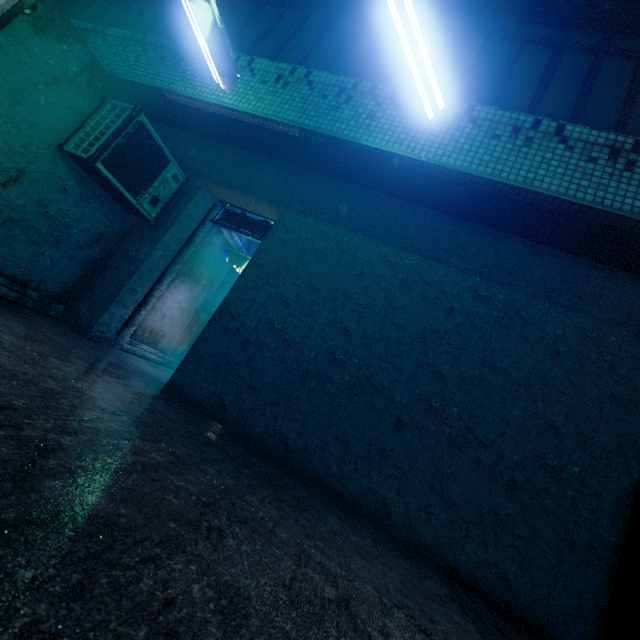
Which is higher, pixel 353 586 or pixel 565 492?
pixel 565 492

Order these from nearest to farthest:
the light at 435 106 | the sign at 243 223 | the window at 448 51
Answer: the light at 435 106 < the window at 448 51 < the sign at 243 223

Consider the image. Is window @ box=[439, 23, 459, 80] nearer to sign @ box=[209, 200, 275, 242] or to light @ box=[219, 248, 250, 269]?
sign @ box=[209, 200, 275, 242]

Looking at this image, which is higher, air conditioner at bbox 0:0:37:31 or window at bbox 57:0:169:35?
window at bbox 57:0:169:35

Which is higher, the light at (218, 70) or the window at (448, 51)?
the window at (448, 51)

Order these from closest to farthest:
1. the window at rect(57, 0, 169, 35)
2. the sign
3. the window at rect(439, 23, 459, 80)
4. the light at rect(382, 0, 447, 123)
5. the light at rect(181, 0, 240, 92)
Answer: the light at rect(382, 0, 447, 123)
the light at rect(181, 0, 240, 92)
the window at rect(439, 23, 459, 80)
the window at rect(57, 0, 169, 35)
the sign

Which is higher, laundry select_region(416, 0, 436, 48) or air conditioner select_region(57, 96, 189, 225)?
laundry select_region(416, 0, 436, 48)

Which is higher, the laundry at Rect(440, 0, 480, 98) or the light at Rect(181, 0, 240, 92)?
the laundry at Rect(440, 0, 480, 98)
